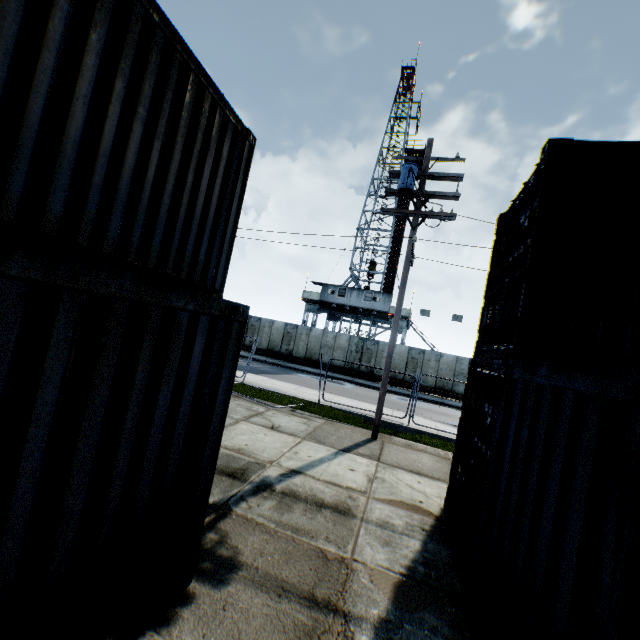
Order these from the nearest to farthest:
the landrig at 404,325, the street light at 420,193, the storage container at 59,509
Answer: the storage container at 59,509 < the street light at 420,193 < the landrig at 404,325

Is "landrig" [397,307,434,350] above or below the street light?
below

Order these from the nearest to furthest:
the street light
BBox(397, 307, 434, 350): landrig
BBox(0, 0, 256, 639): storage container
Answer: BBox(0, 0, 256, 639): storage container → the street light → BBox(397, 307, 434, 350): landrig

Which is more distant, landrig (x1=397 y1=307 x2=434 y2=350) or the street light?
landrig (x1=397 y1=307 x2=434 y2=350)

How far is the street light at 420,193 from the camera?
10.0m

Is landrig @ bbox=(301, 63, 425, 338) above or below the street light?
below

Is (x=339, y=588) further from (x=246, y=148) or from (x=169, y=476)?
(x=246, y=148)

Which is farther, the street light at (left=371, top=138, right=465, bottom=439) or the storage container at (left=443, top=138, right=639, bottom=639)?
the street light at (left=371, top=138, right=465, bottom=439)
